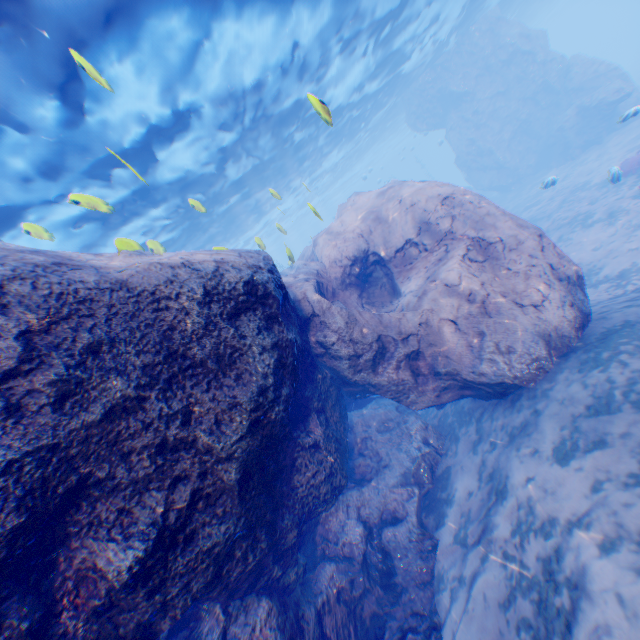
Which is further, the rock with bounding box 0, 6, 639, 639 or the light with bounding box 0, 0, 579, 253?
the light with bounding box 0, 0, 579, 253

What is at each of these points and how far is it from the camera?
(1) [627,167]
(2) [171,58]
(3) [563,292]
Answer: (1) instancedfoliageactor, 14.79m
(2) light, 8.78m
(3) rock, 6.55m

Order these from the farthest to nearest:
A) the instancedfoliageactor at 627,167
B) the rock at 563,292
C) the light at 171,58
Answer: the instancedfoliageactor at 627,167, the light at 171,58, the rock at 563,292

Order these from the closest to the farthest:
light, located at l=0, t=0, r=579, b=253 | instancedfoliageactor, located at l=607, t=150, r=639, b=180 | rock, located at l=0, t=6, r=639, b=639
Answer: rock, located at l=0, t=6, r=639, b=639, light, located at l=0, t=0, r=579, b=253, instancedfoliageactor, located at l=607, t=150, r=639, b=180

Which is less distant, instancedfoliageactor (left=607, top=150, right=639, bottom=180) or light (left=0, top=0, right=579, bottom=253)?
light (left=0, top=0, right=579, bottom=253)

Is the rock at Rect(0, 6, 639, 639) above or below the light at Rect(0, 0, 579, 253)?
below

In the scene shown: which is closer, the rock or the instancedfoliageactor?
the rock

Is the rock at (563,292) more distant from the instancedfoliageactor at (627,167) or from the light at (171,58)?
the instancedfoliageactor at (627,167)
